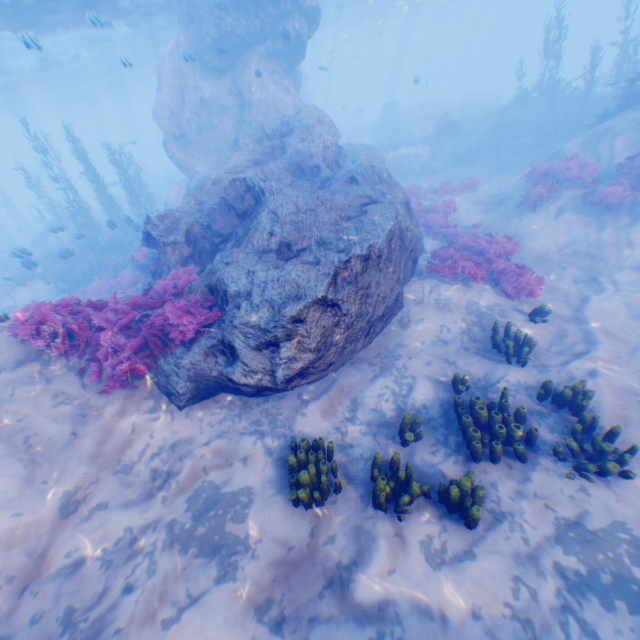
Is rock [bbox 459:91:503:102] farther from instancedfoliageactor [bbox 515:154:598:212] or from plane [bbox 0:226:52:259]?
instancedfoliageactor [bbox 515:154:598:212]

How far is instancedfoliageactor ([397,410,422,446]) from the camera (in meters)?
5.69

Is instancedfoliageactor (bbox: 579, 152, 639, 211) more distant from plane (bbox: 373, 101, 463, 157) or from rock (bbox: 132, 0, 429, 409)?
plane (bbox: 373, 101, 463, 157)

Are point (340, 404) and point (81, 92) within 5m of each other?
no

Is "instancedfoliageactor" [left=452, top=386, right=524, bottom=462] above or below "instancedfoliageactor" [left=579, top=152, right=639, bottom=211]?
below

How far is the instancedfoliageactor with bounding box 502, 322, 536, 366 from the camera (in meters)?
6.98

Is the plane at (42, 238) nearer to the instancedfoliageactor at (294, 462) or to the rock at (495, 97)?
the rock at (495, 97)

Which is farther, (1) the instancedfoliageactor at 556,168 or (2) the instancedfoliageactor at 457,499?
(1) the instancedfoliageactor at 556,168
